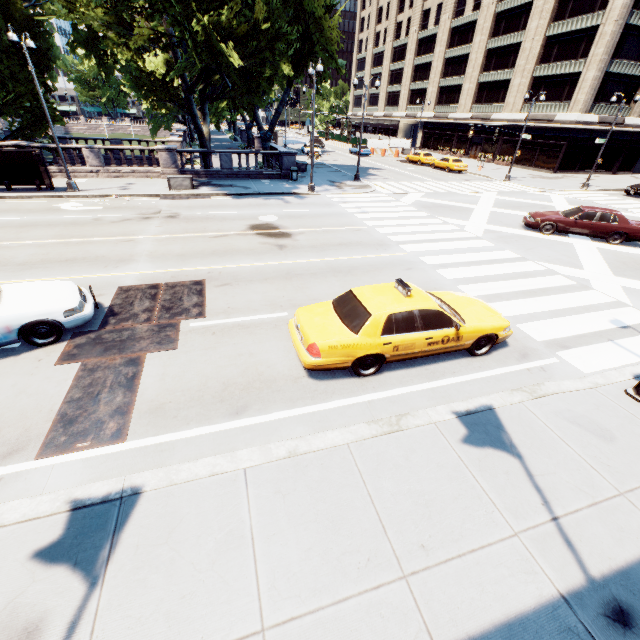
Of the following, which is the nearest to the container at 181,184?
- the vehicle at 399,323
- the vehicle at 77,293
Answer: the vehicle at 77,293

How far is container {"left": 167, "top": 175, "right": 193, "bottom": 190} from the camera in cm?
2088

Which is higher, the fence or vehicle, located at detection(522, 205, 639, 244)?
the fence

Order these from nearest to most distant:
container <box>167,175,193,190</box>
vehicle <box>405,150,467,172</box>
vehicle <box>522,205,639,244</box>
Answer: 1. vehicle <box>522,205,639,244</box>
2. container <box>167,175,193,190</box>
3. vehicle <box>405,150,467,172</box>

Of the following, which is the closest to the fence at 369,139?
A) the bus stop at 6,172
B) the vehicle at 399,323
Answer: the bus stop at 6,172

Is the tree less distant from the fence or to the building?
the building

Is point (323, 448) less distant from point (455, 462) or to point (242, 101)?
point (455, 462)

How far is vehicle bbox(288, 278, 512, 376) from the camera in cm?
641
